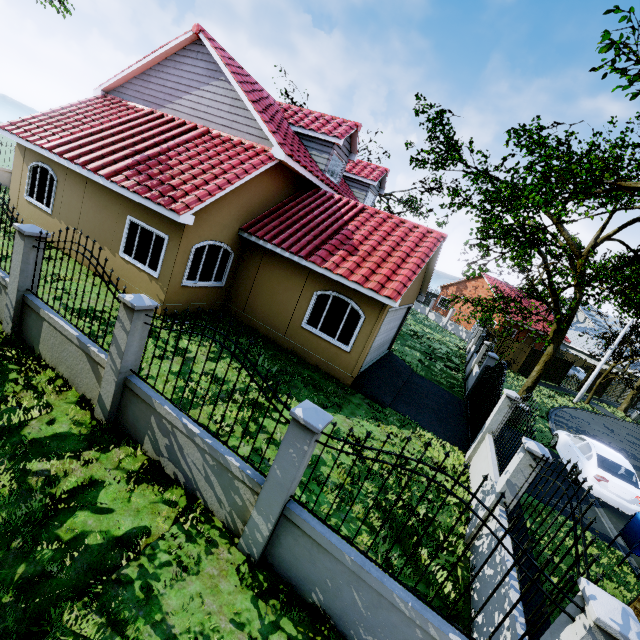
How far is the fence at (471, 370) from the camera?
14.8 meters

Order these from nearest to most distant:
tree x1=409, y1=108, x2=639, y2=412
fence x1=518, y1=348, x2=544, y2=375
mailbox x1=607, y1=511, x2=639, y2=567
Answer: mailbox x1=607, y1=511, x2=639, y2=567 < tree x1=409, y1=108, x2=639, y2=412 < fence x1=518, y1=348, x2=544, y2=375

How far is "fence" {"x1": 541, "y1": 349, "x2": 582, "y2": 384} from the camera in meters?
27.8

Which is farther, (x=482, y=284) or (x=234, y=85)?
(x=482, y=284)

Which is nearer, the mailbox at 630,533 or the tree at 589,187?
the mailbox at 630,533

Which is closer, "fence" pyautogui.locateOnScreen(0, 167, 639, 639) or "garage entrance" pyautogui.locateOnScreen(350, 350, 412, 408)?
"fence" pyautogui.locateOnScreen(0, 167, 639, 639)

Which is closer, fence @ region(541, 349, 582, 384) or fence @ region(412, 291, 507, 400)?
fence @ region(412, 291, 507, 400)
